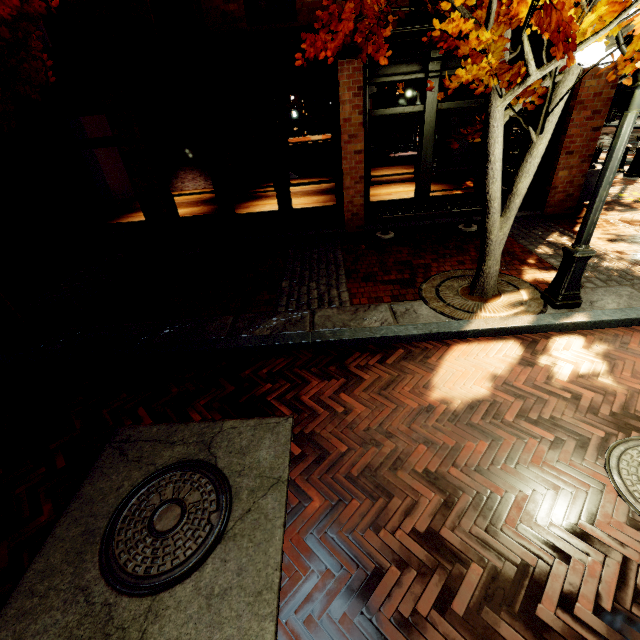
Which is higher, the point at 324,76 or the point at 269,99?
the point at 324,76

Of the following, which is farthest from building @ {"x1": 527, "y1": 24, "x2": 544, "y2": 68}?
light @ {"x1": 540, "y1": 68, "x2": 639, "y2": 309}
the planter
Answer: light @ {"x1": 540, "y1": 68, "x2": 639, "y2": 309}

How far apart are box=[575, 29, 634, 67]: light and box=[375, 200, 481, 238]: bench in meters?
4.2 m

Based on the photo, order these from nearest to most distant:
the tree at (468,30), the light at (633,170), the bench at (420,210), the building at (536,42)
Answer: the tree at (468,30) < the building at (536,42) < the bench at (420,210) < the light at (633,170)

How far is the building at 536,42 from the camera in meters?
6.2 m

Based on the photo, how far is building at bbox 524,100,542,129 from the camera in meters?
8.6 m

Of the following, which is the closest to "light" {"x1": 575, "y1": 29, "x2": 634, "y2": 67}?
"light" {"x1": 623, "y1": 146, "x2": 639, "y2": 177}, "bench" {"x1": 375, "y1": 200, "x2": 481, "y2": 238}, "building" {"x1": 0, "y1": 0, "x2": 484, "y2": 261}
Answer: "building" {"x1": 0, "y1": 0, "x2": 484, "y2": 261}
